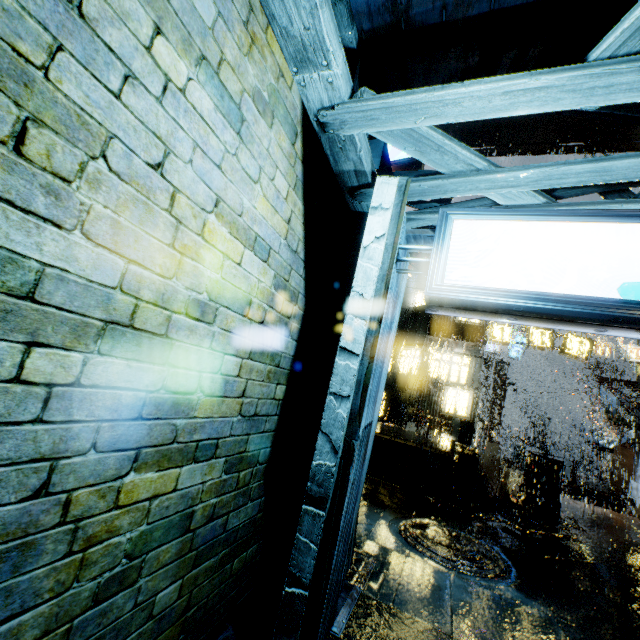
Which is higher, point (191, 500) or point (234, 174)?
point (234, 174)

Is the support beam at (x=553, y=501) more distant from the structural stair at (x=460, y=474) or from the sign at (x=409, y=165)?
the sign at (x=409, y=165)

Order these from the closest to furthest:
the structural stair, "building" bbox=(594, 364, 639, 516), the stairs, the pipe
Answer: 1. the structural stair
2. the stairs
3. "building" bbox=(594, 364, 639, 516)
4. the pipe

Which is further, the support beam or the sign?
the support beam

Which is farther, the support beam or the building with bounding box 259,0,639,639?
the support beam

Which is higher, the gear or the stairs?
Answer: the stairs

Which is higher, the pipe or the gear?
the gear

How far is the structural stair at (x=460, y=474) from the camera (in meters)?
11.14
